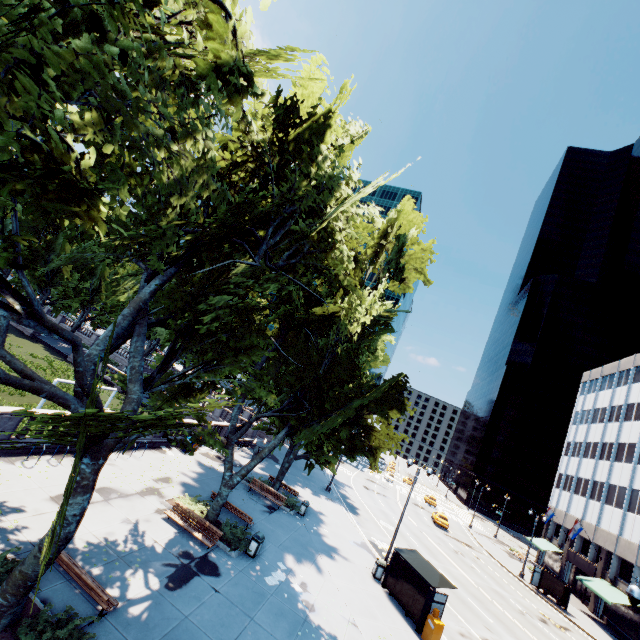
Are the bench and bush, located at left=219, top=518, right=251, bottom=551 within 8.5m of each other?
yes

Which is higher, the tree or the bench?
the tree

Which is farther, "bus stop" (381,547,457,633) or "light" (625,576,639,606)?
"bus stop" (381,547,457,633)

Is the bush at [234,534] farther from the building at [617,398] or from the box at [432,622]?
the building at [617,398]

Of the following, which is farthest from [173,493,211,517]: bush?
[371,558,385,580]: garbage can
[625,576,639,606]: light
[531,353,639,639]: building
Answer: [531,353,639,639]: building

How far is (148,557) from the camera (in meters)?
12.45

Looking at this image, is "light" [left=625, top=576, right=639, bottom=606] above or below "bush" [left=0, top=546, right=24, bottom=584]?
above

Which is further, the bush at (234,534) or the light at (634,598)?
the bush at (234,534)
